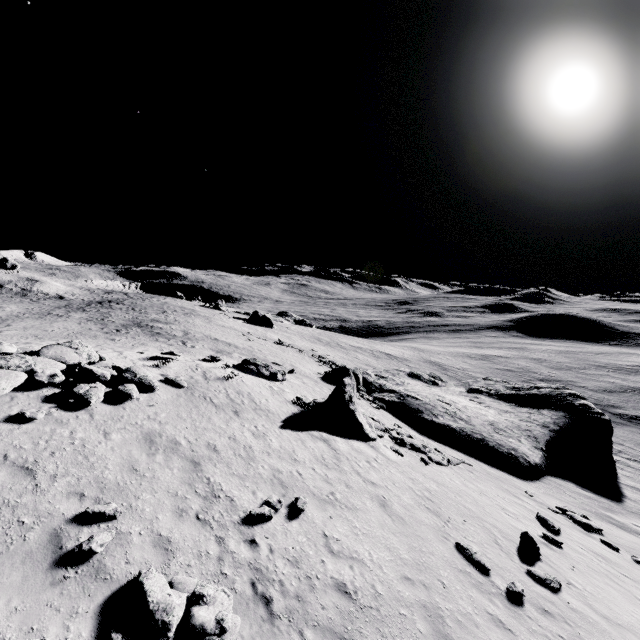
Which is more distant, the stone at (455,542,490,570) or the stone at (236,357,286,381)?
the stone at (236,357,286,381)

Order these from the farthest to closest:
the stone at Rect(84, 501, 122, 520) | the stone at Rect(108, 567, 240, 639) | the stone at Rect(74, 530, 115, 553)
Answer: the stone at Rect(84, 501, 122, 520), the stone at Rect(74, 530, 115, 553), the stone at Rect(108, 567, 240, 639)

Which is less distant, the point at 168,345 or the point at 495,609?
the point at 495,609

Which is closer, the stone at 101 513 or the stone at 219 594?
the stone at 219 594

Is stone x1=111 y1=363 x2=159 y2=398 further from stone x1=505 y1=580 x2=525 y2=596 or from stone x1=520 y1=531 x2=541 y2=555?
stone x1=520 y1=531 x2=541 y2=555

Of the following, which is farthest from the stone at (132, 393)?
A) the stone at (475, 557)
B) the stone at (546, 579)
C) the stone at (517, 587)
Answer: the stone at (546, 579)

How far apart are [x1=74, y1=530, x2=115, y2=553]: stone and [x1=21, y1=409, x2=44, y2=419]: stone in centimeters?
437cm

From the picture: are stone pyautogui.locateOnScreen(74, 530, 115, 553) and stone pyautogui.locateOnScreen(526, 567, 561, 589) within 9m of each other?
no
